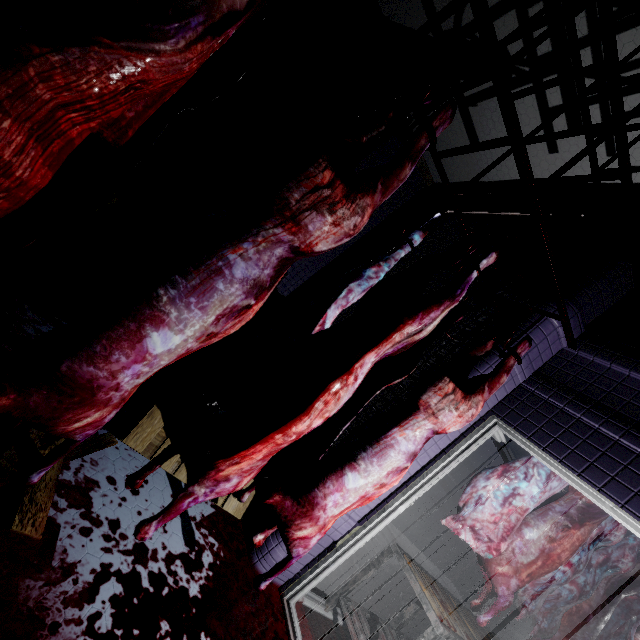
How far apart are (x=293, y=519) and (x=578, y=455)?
1.7 meters

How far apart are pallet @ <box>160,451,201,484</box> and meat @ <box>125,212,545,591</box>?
0.0 meters

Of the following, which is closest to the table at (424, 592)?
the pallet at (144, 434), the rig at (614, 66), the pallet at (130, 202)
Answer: the pallet at (144, 434)

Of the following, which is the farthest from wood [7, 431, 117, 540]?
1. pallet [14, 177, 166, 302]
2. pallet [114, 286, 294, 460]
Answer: pallet [14, 177, 166, 302]

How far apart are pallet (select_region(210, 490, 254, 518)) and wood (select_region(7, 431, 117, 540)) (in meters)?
0.08

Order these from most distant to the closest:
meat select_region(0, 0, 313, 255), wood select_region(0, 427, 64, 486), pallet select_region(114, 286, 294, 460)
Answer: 1. pallet select_region(114, 286, 294, 460)
2. wood select_region(0, 427, 64, 486)
3. meat select_region(0, 0, 313, 255)

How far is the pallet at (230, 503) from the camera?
2.16m

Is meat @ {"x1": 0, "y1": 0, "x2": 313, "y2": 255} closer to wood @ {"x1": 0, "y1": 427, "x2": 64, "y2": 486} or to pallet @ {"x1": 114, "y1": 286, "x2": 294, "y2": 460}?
wood @ {"x1": 0, "y1": 427, "x2": 64, "y2": 486}
